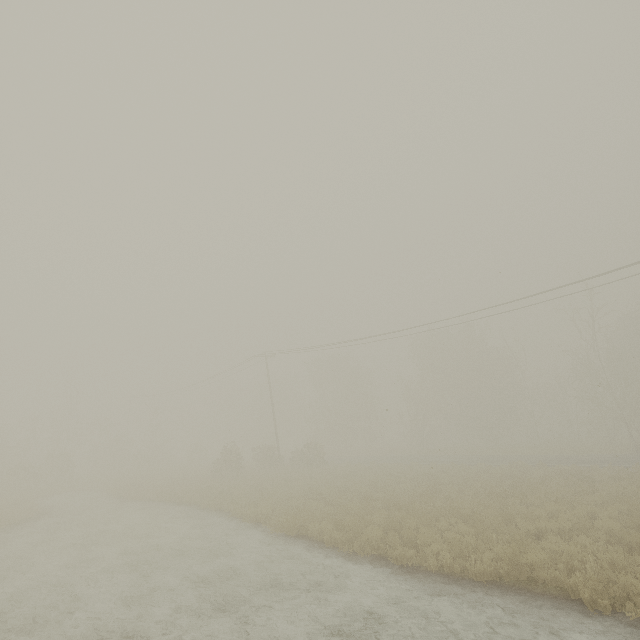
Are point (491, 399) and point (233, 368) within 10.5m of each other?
no
